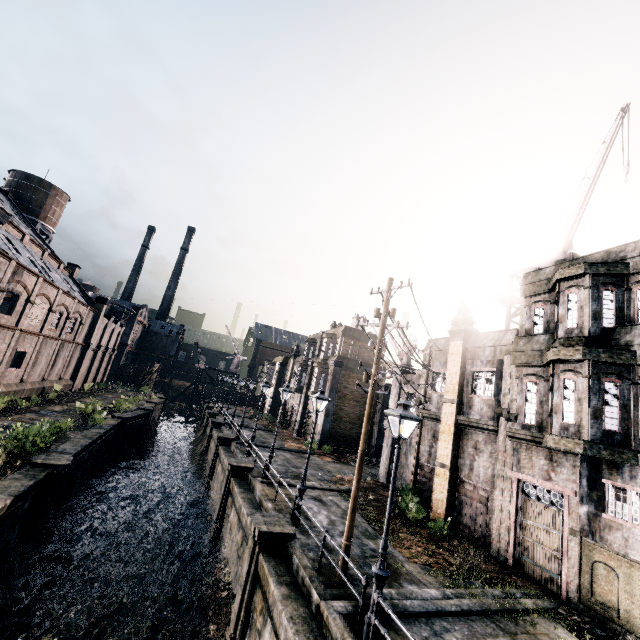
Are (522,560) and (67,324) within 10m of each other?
no

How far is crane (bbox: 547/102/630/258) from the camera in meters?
15.0 m

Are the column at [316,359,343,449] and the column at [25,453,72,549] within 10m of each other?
no

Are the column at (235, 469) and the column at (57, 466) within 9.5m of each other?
yes

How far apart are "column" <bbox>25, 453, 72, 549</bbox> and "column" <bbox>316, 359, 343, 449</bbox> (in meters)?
22.09

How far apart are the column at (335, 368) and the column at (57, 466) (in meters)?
22.09

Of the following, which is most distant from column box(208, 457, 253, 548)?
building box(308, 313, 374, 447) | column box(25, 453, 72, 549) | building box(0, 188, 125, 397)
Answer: building box(0, 188, 125, 397)

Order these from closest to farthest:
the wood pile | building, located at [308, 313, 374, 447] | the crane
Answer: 1. the crane
2. the wood pile
3. building, located at [308, 313, 374, 447]
